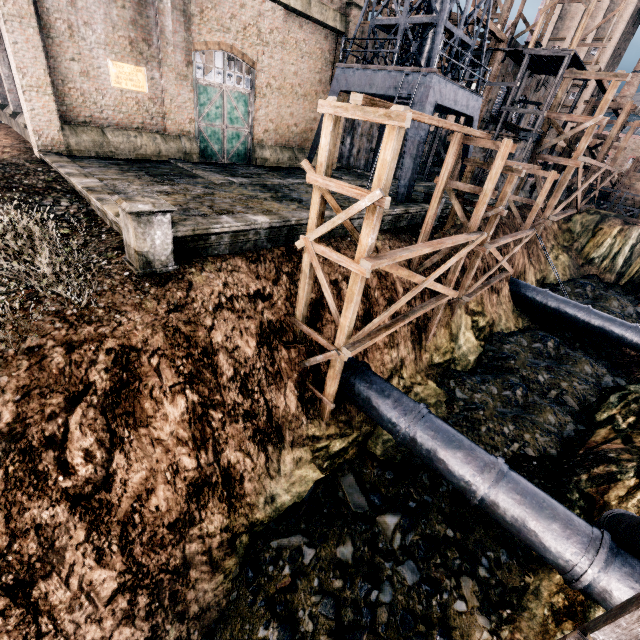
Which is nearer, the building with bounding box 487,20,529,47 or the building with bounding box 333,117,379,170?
the building with bounding box 487,20,529,47

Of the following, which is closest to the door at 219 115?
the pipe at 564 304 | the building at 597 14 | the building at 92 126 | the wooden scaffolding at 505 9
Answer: the building at 92 126

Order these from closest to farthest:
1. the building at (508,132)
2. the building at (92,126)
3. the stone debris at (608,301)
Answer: the building at (92,126), the building at (508,132), the stone debris at (608,301)

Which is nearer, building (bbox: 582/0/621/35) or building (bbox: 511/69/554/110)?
building (bbox: 511/69/554/110)

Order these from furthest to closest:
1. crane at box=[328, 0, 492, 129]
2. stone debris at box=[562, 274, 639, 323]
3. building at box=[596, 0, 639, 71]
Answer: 1. building at box=[596, 0, 639, 71]
2. stone debris at box=[562, 274, 639, 323]
3. crane at box=[328, 0, 492, 129]

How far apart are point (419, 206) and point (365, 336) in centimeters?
1139cm

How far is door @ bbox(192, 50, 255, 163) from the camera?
19.09m

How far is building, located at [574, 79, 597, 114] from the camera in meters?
56.9 m
